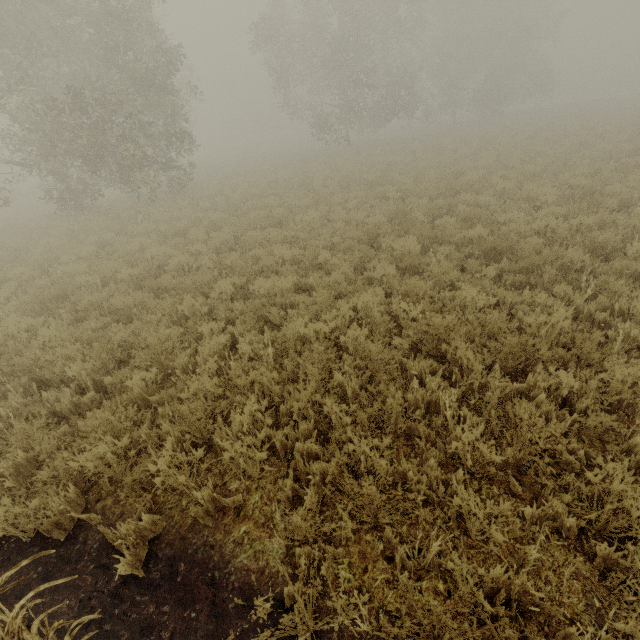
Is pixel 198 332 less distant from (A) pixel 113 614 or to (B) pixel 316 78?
(A) pixel 113 614
